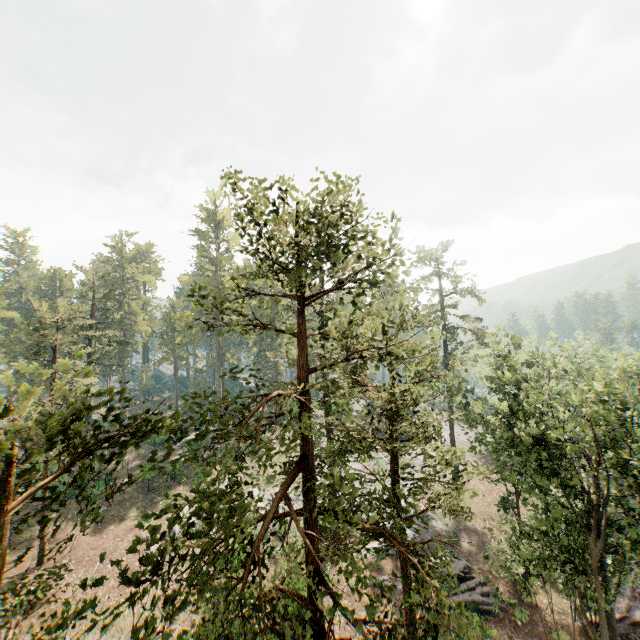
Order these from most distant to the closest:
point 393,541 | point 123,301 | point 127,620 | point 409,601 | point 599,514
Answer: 1. point 123,301
2. point 127,620
3. point 599,514
4. point 393,541
5. point 409,601

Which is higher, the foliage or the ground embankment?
the foliage

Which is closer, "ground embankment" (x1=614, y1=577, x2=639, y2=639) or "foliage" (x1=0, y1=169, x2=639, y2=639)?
"foliage" (x1=0, y1=169, x2=639, y2=639)

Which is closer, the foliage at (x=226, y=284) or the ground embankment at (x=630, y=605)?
the foliage at (x=226, y=284)

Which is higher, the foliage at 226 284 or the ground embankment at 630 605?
the foliage at 226 284
